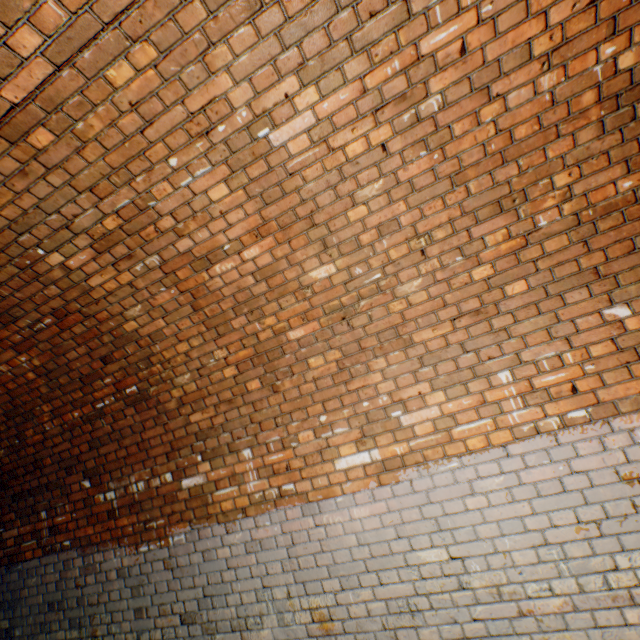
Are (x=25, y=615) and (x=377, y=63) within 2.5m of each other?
no
